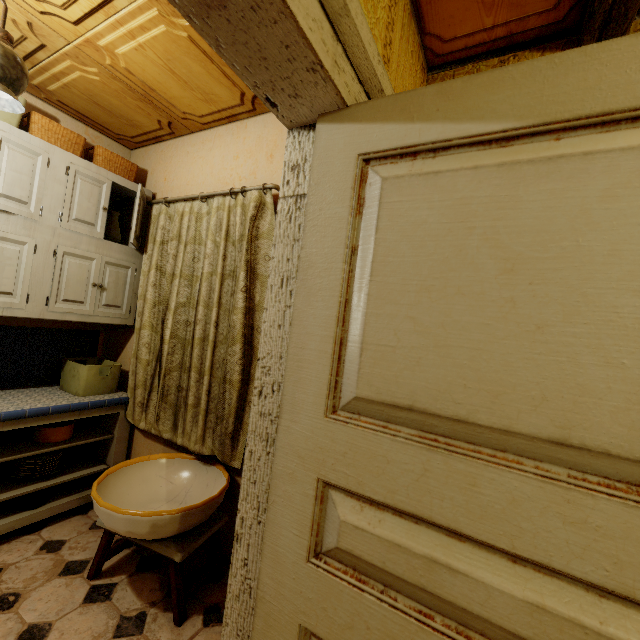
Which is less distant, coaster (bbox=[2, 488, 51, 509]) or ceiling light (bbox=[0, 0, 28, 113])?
ceiling light (bbox=[0, 0, 28, 113])

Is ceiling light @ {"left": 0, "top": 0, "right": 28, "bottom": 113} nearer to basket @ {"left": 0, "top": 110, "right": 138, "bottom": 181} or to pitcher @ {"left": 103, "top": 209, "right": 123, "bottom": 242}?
basket @ {"left": 0, "top": 110, "right": 138, "bottom": 181}

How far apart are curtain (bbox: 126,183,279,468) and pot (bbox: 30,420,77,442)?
0.3m

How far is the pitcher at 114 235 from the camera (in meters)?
2.50

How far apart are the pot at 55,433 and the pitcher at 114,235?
1.39m

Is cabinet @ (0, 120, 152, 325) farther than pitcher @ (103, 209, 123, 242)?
No

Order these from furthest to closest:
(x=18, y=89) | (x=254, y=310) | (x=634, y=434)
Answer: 1. (x=254, y=310)
2. (x=18, y=89)
3. (x=634, y=434)

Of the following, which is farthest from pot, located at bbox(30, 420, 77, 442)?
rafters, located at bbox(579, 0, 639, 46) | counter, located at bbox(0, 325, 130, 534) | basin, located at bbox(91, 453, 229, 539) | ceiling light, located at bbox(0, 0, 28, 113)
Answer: rafters, located at bbox(579, 0, 639, 46)
